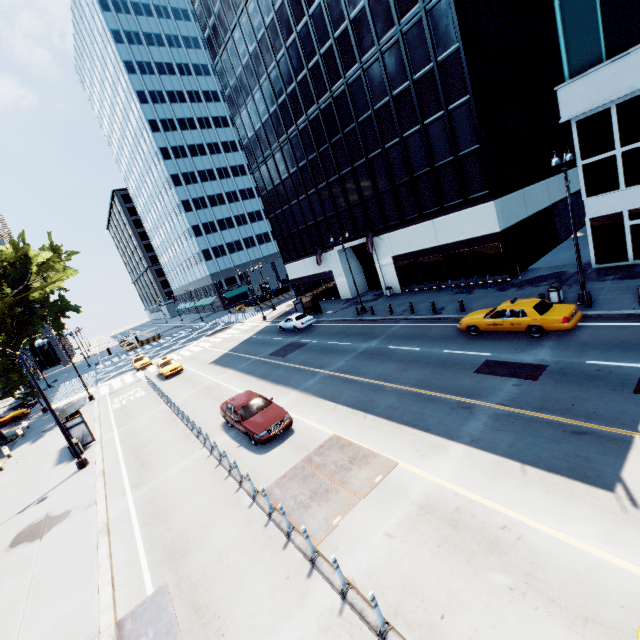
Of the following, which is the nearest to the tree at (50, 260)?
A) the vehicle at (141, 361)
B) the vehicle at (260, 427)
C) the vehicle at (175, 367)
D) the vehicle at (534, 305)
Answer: the vehicle at (175, 367)

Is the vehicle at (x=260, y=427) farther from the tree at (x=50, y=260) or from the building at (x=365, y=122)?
the building at (x=365, y=122)

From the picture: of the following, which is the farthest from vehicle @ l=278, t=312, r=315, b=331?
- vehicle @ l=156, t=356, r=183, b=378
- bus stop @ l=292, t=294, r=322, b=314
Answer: vehicle @ l=156, t=356, r=183, b=378

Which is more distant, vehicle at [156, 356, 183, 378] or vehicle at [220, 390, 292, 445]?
vehicle at [156, 356, 183, 378]

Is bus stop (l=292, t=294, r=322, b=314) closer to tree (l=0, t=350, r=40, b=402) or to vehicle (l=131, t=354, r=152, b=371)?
tree (l=0, t=350, r=40, b=402)

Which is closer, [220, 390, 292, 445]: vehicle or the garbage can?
[220, 390, 292, 445]: vehicle

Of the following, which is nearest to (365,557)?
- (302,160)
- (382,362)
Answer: (382,362)

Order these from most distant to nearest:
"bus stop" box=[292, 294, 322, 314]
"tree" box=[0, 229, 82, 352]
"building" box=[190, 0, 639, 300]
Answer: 1. "bus stop" box=[292, 294, 322, 314]
2. "tree" box=[0, 229, 82, 352]
3. "building" box=[190, 0, 639, 300]
